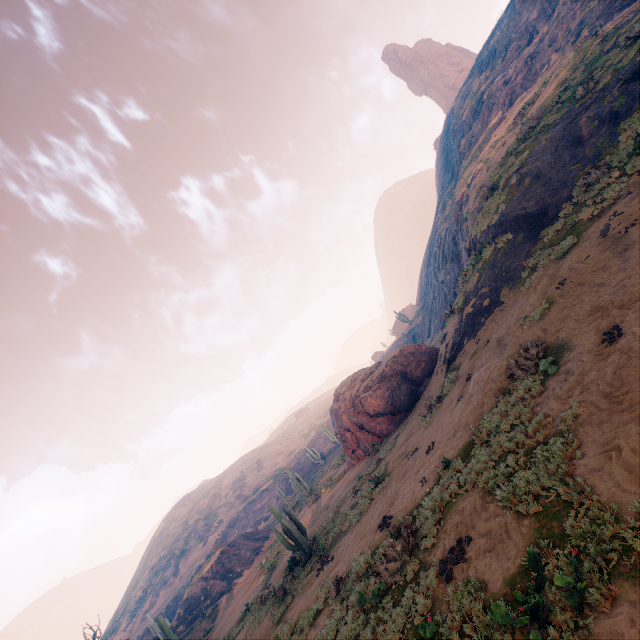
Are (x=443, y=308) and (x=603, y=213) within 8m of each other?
no

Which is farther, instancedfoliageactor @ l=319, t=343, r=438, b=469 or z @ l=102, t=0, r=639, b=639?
instancedfoliageactor @ l=319, t=343, r=438, b=469

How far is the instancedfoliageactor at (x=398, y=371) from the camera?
20.7 meters

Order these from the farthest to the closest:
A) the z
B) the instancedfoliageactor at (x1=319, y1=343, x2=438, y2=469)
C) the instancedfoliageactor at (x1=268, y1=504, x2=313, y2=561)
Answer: the instancedfoliageactor at (x1=319, y1=343, x2=438, y2=469)
the instancedfoliageactor at (x1=268, y1=504, x2=313, y2=561)
the z

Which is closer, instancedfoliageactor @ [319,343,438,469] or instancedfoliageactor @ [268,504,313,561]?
instancedfoliageactor @ [268,504,313,561]

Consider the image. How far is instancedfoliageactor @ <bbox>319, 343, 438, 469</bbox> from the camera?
20.7m

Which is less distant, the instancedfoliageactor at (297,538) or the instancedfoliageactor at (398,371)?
the instancedfoliageactor at (297,538)
